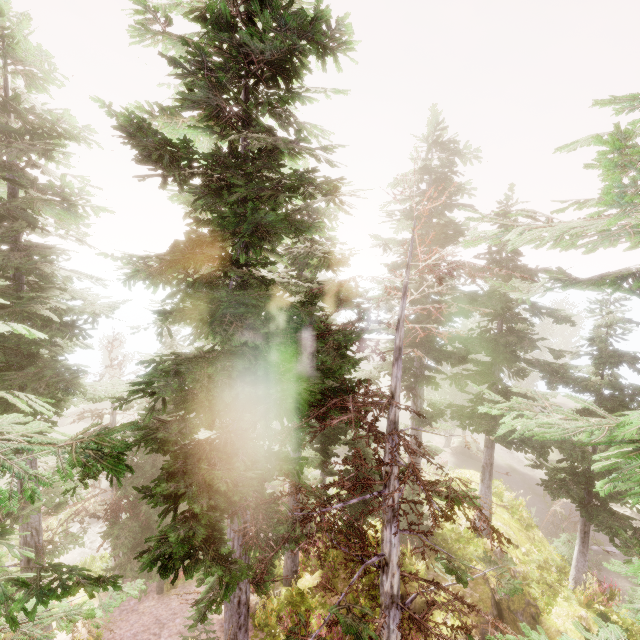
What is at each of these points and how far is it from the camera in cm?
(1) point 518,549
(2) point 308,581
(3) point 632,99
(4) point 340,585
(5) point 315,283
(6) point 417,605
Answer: (1) rock, 1495
(2) rock, 1424
(3) instancedfoliageactor, 281
(4) rock, 1366
(5) instancedfoliageactor, 683
(6) rock, 1202

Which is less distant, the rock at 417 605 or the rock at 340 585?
the rock at 417 605

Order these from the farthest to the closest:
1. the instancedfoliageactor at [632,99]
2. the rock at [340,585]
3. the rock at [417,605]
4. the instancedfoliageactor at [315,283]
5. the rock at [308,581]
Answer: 1. the rock at [308,581]
2. the rock at [340,585]
3. the rock at [417,605]
4. the instancedfoliageactor at [315,283]
5. the instancedfoliageactor at [632,99]

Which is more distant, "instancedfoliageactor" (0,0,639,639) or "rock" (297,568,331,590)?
"rock" (297,568,331,590)

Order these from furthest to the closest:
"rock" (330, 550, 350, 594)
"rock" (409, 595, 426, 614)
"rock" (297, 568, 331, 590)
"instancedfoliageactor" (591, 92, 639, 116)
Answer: "rock" (297, 568, 331, 590) → "rock" (330, 550, 350, 594) → "rock" (409, 595, 426, 614) → "instancedfoliageactor" (591, 92, 639, 116)

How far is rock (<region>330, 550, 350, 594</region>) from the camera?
13.5 meters
